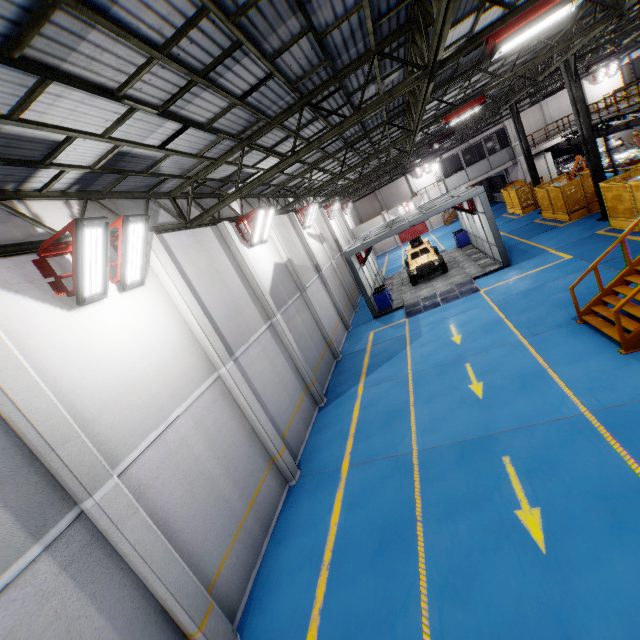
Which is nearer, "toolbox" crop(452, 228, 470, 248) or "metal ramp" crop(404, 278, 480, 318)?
"metal ramp" crop(404, 278, 480, 318)

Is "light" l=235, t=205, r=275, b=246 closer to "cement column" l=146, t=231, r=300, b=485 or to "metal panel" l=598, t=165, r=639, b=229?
"cement column" l=146, t=231, r=300, b=485

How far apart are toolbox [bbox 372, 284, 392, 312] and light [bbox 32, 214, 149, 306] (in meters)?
15.22

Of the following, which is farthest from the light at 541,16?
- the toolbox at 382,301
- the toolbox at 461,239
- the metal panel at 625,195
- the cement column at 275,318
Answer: the toolbox at 461,239

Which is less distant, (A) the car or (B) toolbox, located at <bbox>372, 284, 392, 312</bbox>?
(B) toolbox, located at <bbox>372, 284, 392, 312</bbox>

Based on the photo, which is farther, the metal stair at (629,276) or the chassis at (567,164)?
the chassis at (567,164)

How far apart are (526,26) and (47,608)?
12.4m

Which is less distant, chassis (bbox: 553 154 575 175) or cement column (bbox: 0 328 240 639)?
cement column (bbox: 0 328 240 639)
